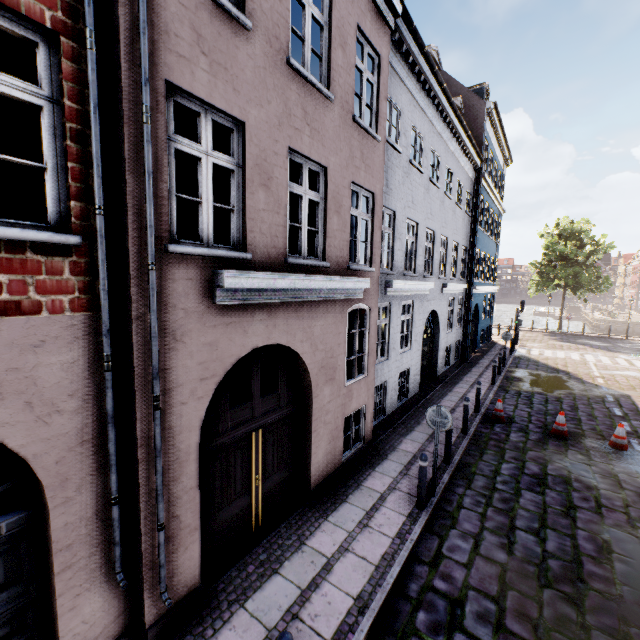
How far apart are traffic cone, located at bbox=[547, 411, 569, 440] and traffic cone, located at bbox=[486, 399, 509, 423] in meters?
1.1

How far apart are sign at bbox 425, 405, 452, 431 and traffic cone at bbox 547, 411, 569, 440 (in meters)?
5.77

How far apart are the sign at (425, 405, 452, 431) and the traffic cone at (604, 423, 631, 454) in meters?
6.3

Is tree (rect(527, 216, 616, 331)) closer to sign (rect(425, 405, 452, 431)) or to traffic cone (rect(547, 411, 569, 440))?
traffic cone (rect(547, 411, 569, 440))

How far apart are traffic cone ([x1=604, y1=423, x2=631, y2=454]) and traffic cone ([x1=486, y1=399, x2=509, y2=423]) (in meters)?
2.37

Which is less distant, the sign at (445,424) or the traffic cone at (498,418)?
the sign at (445,424)

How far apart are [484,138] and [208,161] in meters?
18.2

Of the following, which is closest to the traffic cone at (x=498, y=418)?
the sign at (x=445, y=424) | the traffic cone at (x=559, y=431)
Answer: the traffic cone at (x=559, y=431)
